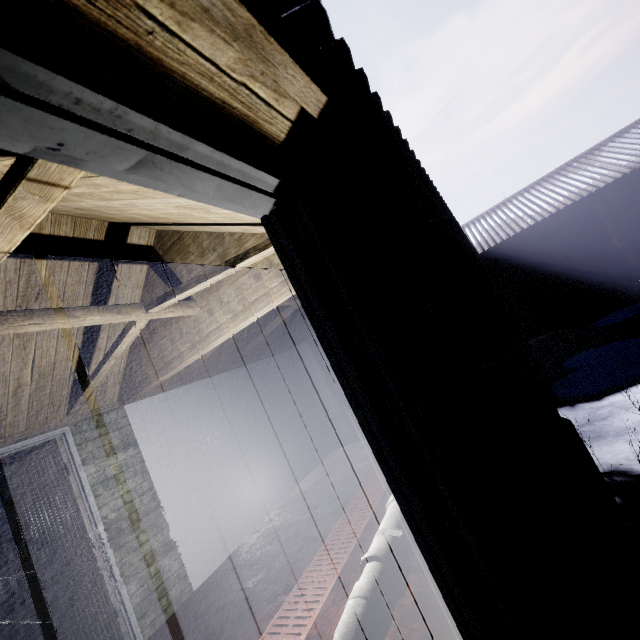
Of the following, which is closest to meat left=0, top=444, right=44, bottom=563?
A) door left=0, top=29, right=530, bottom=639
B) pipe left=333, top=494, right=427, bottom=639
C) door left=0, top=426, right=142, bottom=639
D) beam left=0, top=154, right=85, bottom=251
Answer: door left=0, top=426, right=142, bottom=639

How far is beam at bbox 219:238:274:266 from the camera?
1.7m

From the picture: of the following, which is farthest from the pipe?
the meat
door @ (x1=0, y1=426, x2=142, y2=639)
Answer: the meat

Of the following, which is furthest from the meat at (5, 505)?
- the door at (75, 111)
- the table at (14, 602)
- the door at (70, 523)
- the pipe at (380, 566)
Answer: the door at (75, 111)

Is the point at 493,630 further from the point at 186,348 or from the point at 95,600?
the point at 95,600

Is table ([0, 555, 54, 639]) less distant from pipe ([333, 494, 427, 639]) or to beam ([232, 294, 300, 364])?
beam ([232, 294, 300, 364])

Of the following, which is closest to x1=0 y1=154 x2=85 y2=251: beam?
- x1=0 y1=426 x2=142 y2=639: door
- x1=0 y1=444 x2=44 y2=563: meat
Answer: x1=0 y1=426 x2=142 y2=639: door

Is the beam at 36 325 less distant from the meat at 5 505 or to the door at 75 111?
the door at 75 111
